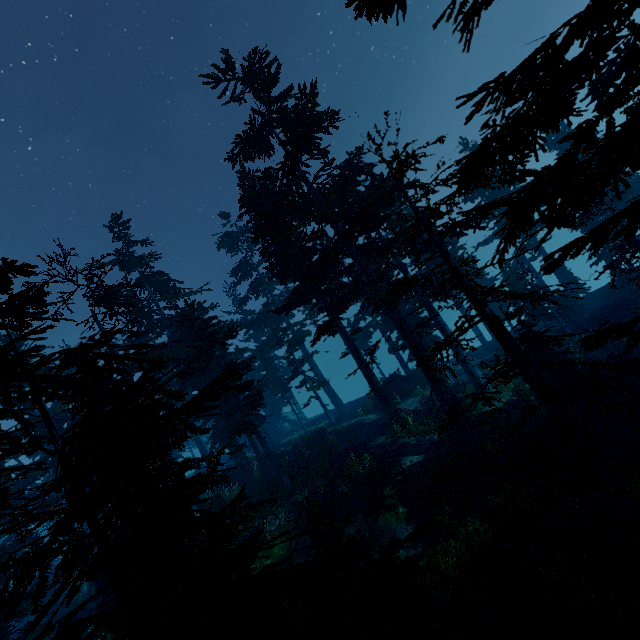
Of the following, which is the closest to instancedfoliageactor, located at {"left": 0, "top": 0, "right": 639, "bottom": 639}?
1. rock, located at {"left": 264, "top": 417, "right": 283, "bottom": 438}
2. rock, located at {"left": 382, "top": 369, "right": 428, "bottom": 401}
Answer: rock, located at {"left": 264, "top": 417, "right": 283, "bottom": 438}

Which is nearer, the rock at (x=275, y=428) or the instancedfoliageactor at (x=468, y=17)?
the instancedfoliageactor at (x=468, y=17)

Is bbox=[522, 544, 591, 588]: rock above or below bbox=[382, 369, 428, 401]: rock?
below

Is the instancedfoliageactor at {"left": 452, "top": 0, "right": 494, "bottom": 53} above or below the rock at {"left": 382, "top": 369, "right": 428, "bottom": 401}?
above

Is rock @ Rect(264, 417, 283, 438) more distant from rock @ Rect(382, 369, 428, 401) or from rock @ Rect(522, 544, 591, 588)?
rock @ Rect(522, 544, 591, 588)

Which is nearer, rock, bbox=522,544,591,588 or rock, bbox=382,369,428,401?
rock, bbox=522,544,591,588

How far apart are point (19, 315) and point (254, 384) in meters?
44.8

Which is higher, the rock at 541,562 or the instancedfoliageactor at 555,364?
the instancedfoliageactor at 555,364
